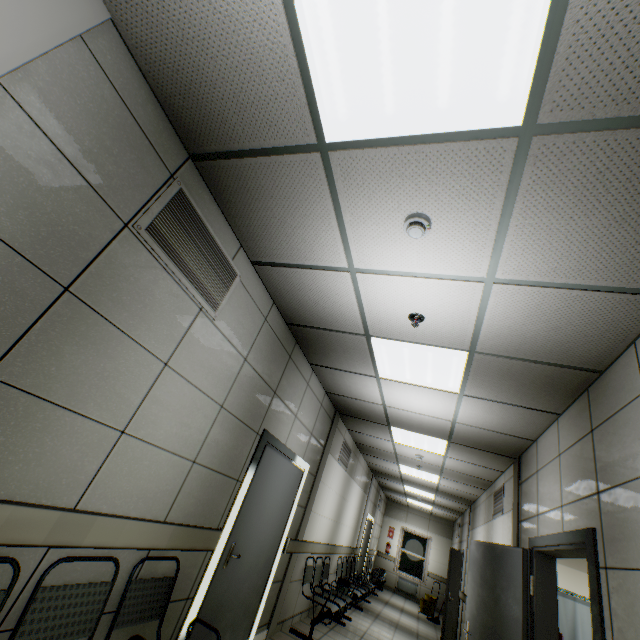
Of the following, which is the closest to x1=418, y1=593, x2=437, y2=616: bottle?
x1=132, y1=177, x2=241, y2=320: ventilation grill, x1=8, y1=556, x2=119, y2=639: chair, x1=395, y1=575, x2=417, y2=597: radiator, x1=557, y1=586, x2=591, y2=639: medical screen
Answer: x1=395, y1=575, x2=417, y2=597: radiator

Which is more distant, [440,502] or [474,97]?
[440,502]

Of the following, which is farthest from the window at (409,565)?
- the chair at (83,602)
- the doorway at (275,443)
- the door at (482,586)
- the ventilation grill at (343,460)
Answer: the chair at (83,602)

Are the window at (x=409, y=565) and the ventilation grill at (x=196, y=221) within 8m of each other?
no

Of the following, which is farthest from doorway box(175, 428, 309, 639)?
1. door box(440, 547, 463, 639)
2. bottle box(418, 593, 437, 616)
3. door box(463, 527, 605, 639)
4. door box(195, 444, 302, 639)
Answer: bottle box(418, 593, 437, 616)

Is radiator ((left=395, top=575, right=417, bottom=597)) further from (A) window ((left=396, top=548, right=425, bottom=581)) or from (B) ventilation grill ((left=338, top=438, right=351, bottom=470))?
(B) ventilation grill ((left=338, top=438, right=351, bottom=470))

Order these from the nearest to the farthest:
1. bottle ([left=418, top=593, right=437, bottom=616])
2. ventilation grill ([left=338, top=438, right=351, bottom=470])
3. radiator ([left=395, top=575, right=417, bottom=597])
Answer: ventilation grill ([left=338, top=438, right=351, bottom=470]) → bottle ([left=418, top=593, right=437, bottom=616]) → radiator ([left=395, top=575, right=417, bottom=597])

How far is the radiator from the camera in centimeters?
1323cm
